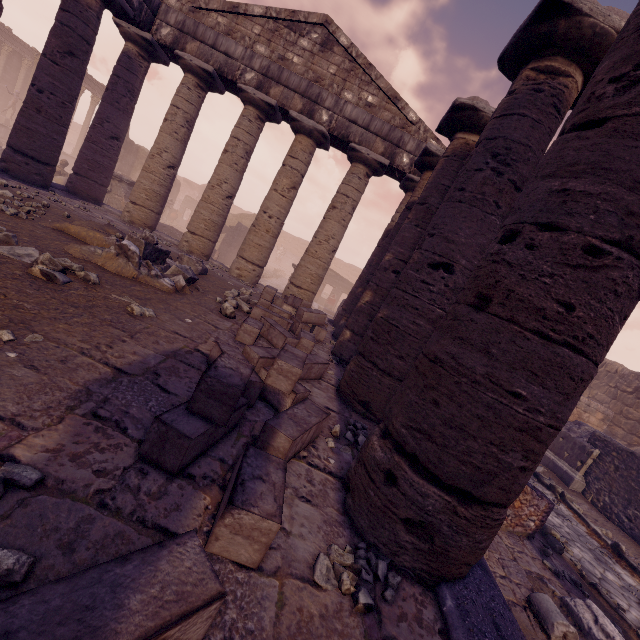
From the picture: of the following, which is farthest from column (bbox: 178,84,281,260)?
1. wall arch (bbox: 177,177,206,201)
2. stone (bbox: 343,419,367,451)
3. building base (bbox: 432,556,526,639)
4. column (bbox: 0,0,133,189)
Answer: wall arch (bbox: 177,177,206,201)

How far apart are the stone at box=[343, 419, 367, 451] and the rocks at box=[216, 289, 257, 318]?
3.6m

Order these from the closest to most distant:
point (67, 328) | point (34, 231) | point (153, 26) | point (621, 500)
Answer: point (67, 328) → point (34, 231) → point (621, 500) → point (153, 26)

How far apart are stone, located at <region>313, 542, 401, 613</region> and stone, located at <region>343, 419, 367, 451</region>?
1.1 meters

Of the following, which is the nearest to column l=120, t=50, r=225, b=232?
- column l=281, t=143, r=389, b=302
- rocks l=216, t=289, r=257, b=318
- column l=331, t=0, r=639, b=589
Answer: column l=281, t=143, r=389, b=302

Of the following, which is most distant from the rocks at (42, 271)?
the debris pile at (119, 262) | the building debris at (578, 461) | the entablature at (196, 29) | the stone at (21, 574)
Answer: the building debris at (578, 461)

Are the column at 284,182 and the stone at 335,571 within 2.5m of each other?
no

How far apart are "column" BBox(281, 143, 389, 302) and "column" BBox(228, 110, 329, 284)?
0.7m
